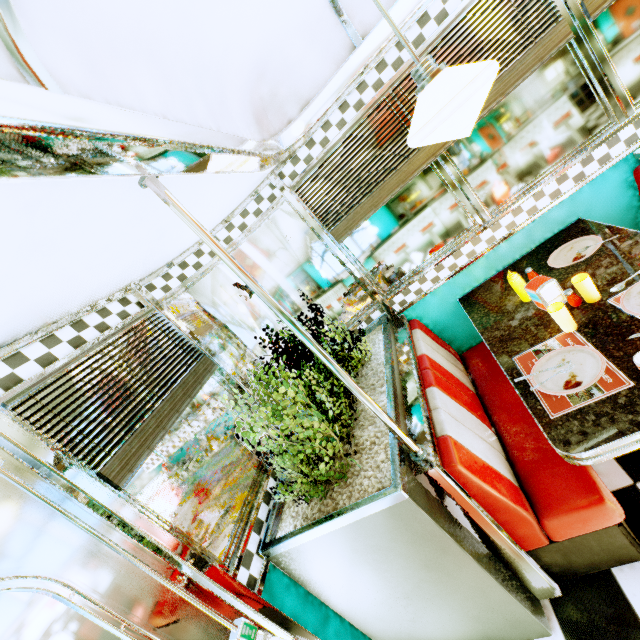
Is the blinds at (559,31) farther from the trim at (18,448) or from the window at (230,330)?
the trim at (18,448)

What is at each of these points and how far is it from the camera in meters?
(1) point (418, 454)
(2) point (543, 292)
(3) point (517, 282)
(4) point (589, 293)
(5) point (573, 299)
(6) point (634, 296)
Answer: (1) support pole, 1.5
(2) napkin holder, 1.8
(3) sauce bottle, 2.0
(4) plastic cup, 1.7
(5) salt and pepper shaker, 1.7
(6) plate, 1.5

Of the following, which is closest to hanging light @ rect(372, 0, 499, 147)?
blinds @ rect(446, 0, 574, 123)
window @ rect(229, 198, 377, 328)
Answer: blinds @ rect(446, 0, 574, 123)

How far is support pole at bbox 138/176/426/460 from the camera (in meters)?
1.16

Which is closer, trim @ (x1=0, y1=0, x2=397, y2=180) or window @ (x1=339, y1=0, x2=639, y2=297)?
trim @ (x1=0, y1=0, x2=397, y2=180)

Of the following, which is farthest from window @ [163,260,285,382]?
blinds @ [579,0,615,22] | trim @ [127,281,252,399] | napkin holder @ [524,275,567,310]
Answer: blinds @ [579,0,615,22]

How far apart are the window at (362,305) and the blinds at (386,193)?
0.1m

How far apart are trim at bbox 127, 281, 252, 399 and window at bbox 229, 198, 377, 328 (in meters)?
0.05
